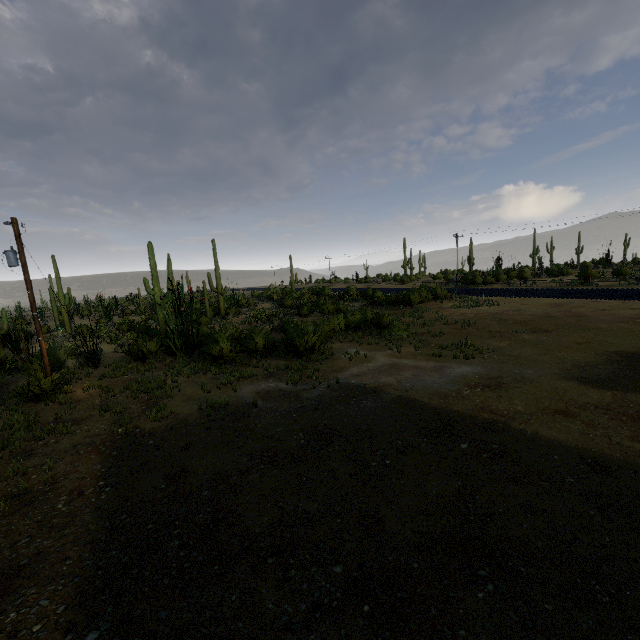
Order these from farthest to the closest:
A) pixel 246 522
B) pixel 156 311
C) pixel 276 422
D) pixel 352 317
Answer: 1. pixel 352 317
2. pixel 156 311
3. pixel 276 422
4. pixel 246 522
